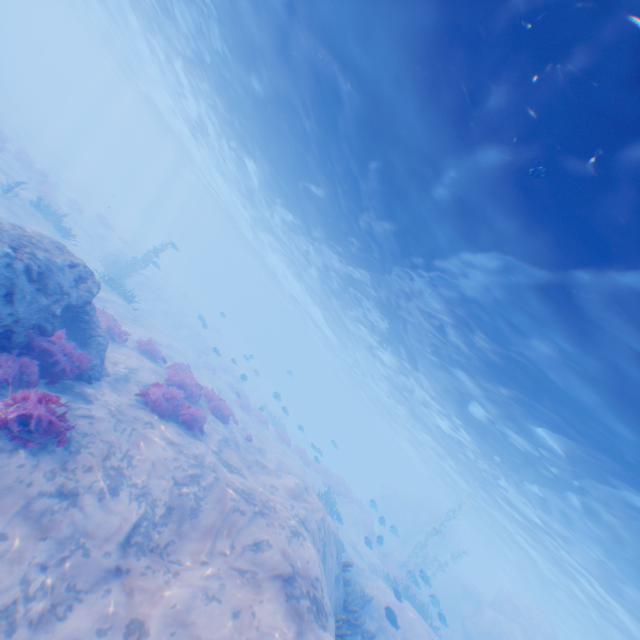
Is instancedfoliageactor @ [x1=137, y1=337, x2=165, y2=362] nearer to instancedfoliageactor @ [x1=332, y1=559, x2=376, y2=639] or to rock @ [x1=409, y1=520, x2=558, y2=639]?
instancedfoliageactor @ [x1=332, y1=559, x2=376, y2=639]

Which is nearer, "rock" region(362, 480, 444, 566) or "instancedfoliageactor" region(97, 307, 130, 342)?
"instancedfoliageactor" region(97, 307, 130, 342)

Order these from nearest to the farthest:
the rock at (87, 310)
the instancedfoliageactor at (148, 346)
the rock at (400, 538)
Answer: the rock at (87, 310) → the instancedfoliageactor at (148, 346) → the rock at (400, 538)

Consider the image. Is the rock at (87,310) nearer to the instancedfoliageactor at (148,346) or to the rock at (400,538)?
the instancedfoliageactor at (148,346)

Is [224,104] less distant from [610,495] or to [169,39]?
[169,39]

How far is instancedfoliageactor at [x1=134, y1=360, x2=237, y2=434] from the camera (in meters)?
10.74

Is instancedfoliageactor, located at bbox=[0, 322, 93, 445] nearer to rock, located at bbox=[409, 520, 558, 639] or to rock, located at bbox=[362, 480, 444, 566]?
rock, located at bbox=[409, 520, 558, 639]
